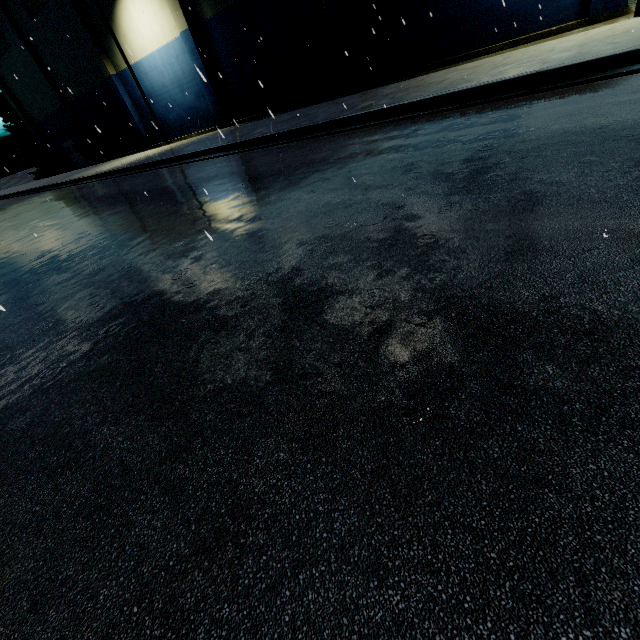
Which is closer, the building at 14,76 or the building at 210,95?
the building at 210,95

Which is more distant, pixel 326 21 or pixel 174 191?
pixel 326 21

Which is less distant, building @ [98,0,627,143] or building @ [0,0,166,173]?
building @ [98,0,627,143]
